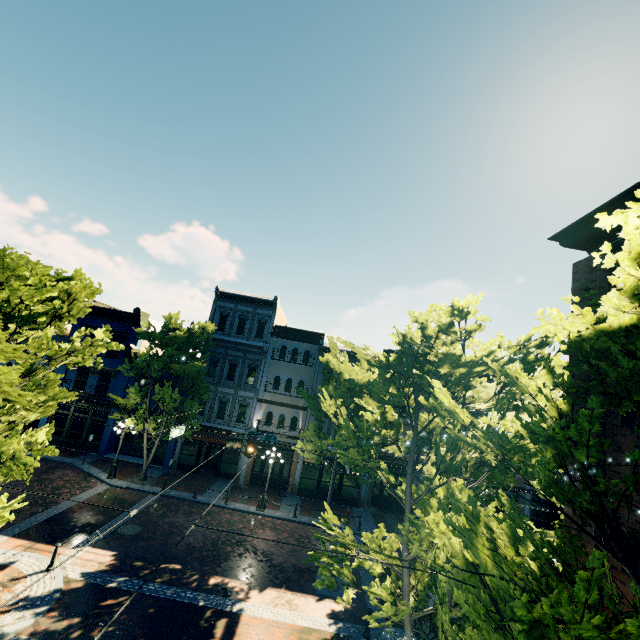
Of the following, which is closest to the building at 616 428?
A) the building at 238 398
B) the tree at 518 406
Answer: the tree at 518 406

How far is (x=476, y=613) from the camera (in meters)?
3.45

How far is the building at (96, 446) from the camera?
24.2 meters

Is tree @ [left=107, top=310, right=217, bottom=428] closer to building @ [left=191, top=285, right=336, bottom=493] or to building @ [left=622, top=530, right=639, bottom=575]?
building @ [left=191, top=285, right=336, bottom=493]

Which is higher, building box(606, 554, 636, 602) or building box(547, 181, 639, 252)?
building box(547, 181, 639, 252)

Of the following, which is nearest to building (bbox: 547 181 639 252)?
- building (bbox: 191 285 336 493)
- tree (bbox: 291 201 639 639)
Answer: tree (bbox: 291 201 639 639)

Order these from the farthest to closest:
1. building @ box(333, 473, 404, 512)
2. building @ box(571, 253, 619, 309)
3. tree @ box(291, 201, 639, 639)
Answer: building @ box(333, 473, 404, 512)
building @ box(571, 253, 619, 309)
tree @ box(291, 201, 639, 639)
